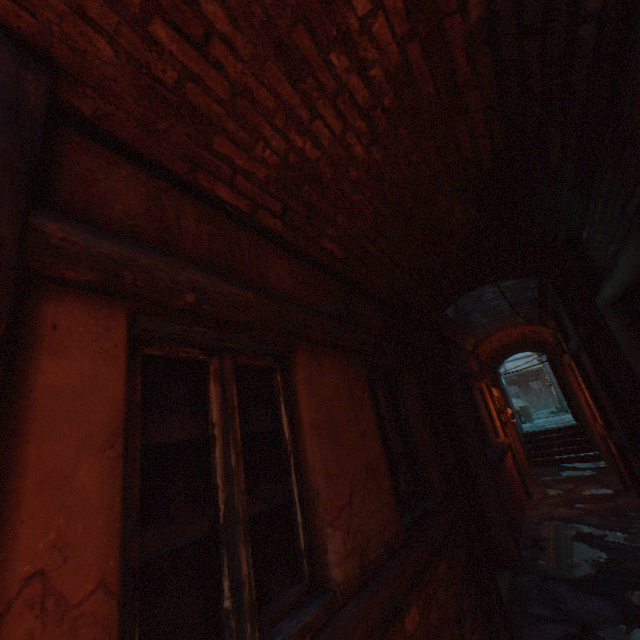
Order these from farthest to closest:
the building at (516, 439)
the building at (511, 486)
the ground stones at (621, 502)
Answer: the building at (516, 439)
the building at (511, 486)
the ground stones at (621, 502)

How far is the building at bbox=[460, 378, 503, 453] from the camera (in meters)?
6.53

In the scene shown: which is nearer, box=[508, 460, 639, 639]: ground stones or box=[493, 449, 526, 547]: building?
box=[508, 460, 639, 639]: ground stones

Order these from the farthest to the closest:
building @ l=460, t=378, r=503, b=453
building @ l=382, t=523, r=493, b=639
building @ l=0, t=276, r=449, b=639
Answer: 1. building @ l=460, t=378, r=503, b=453
2. building @ l=382, t=523, r=493, b=639
3. building @ l=0, t=276, r=449, b=639

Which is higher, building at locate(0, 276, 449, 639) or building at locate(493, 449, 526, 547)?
building at locate(0, 276, 449, 639)

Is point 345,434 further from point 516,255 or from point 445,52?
point 516,255

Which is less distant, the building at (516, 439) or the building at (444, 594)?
the building at (444, 594)
